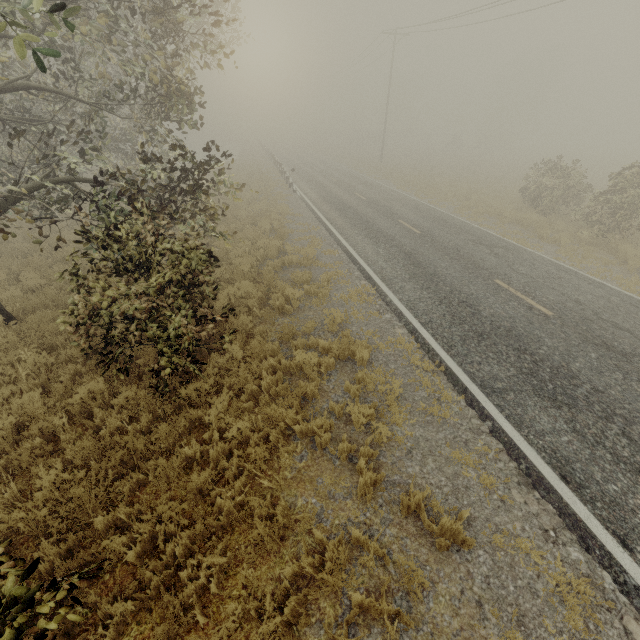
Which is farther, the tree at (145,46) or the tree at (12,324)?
the tree at (12,324)

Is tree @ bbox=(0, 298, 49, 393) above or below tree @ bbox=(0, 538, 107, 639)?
below

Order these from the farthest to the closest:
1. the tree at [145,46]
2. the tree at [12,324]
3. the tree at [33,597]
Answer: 1. the tree at [12,324]
2. the tree at [145,46]
3. the tree at [33,597]

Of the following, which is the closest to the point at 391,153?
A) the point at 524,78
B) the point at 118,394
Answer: the point at 524,78

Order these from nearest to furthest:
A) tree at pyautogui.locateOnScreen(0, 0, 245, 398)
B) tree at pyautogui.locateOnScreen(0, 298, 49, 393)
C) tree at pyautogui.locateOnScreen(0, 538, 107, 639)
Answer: tree at pyautogui.locateOnScreen(0, 538, 107, 639), tree at pyautogui.locateOnScreen(0, 0, 245, 398), tree at pyautogui.locateOnScreen(0, 298, 49, 393)

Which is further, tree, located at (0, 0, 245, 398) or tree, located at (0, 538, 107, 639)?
tree, located at (0, 0, 245, 398)
